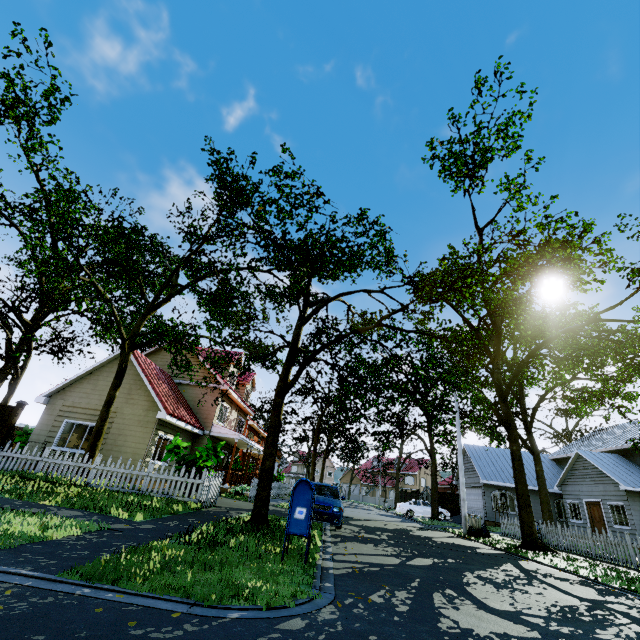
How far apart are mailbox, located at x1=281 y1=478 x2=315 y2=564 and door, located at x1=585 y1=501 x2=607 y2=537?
25.4 meters

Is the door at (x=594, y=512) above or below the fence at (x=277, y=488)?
above

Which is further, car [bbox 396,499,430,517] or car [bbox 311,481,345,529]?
car [bbox 396,499,430,517]

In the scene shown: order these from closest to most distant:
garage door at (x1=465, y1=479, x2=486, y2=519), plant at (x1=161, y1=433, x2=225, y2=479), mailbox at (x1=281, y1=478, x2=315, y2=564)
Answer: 1. mailbox at (x1=281, y1=478, x2=315, y2=564)
2. plant at (x1=161, y1=433, x2=225, y2=479)
3. garage door at (x1=465, y1=479, x2=486, y2=519)

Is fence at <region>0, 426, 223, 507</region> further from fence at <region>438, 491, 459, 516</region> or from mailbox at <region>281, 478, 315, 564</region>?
mailbox at <region>281, 478, 315, 564</region>

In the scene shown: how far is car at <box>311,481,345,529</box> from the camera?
11.25m

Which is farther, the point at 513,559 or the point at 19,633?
the point at 513,559

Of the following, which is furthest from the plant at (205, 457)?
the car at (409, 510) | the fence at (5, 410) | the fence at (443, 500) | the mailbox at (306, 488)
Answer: the fence at (443, 500)
